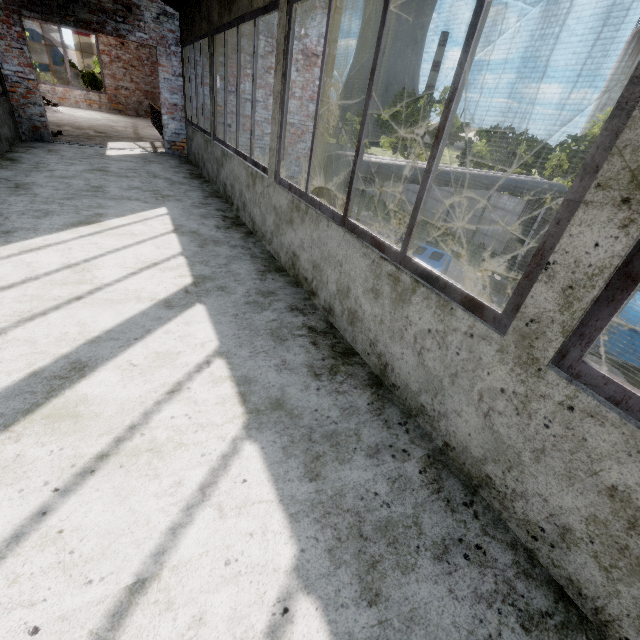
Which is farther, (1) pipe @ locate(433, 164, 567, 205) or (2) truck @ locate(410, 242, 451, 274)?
(1) pipe @ locate(433, 164, 567, 205)

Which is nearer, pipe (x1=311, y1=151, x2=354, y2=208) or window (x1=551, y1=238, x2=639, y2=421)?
window (x1=551, y1=238, x2=639, y2=421)

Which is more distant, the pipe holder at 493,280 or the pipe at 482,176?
the pipe holder at 493,280

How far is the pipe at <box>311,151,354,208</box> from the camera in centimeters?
868cm

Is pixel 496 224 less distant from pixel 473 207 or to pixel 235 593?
pixel 473 207

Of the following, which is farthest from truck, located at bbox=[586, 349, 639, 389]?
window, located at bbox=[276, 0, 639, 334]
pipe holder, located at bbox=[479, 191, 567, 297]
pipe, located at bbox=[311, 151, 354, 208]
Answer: pipe holder, located at bbox=[479, 191, 567, 297]
